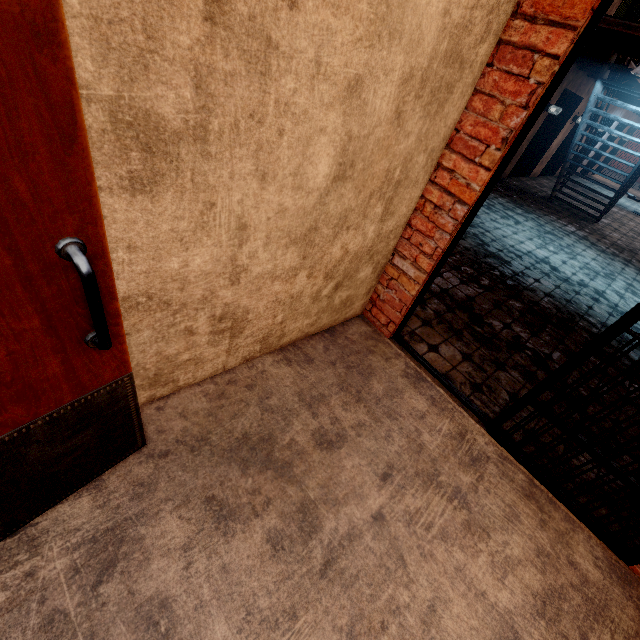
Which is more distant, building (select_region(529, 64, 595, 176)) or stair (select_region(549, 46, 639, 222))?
building (select_region(529, 64, 595, 176))

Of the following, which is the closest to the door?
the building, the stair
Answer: the stair

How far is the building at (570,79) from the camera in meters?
8.3

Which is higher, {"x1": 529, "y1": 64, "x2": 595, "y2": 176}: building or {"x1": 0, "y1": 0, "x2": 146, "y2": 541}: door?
{"x1": 529, "y1": 64, "x2": 595, "y2": 176}: building

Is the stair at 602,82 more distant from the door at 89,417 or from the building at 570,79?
the door at 89,417

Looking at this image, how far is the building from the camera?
8.3m

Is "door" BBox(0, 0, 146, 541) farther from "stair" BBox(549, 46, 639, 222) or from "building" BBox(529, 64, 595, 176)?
"building" BBox(529, 64, 595, 176)

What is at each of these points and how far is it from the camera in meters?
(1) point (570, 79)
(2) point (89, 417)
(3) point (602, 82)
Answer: (1) building, 8.4
(2) door, 1.3
(3) stair, 6.1
